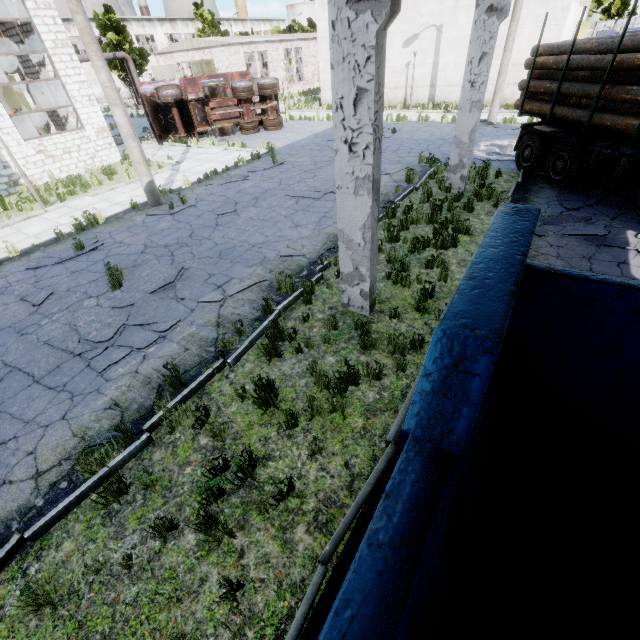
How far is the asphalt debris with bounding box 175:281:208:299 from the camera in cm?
708

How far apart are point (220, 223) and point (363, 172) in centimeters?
685cm

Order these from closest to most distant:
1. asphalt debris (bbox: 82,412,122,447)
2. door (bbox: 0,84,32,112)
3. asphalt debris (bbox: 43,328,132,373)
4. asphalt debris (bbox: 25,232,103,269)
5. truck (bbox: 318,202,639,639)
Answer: truck (bbox: 318,202,639,639)
asphalt debris (bbox: 82,412,122,447)
asphalt debris (bbox: 43,328,132,373)
asphalt debris (bbox: 25,232,103,269)
door (bbox: 0,84,32,112)

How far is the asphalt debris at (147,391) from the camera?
4.80m

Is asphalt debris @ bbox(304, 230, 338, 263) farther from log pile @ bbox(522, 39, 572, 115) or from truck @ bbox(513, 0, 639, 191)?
log pile @ bbox(522, 39, 572, 115)

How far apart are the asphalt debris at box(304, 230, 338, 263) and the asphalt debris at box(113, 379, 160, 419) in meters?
4.3 m

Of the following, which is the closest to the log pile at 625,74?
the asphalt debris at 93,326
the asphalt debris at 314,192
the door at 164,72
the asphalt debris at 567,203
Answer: the asphalt debris at 567,203

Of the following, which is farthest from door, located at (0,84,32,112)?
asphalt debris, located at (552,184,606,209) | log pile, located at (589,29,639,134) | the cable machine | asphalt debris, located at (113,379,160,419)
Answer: asphalt debris, located at (552,184,606,209)
